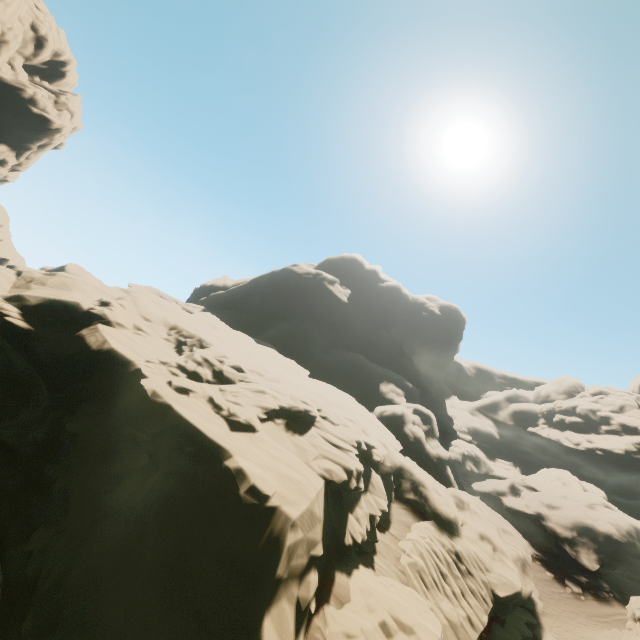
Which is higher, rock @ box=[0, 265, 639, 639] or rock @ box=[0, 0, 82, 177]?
rock @ box=[0, 0, 82, 177]

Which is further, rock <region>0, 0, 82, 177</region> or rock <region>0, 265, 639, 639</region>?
rock <region>0, 0, 82, 177</region>

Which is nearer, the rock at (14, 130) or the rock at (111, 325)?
the rock at (111, 325)

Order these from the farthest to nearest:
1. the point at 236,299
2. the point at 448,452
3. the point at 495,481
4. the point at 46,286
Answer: the point at 236,299 → the point at 495,481 → the point at 448,452 → the point at 46,286

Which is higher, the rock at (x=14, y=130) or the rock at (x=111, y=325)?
the rock at (x=14, y=130)
